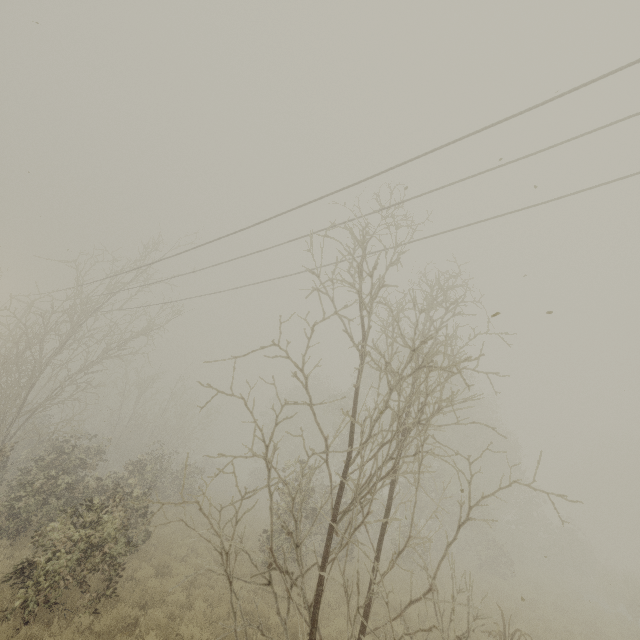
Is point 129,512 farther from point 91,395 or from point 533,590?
point 91,395
